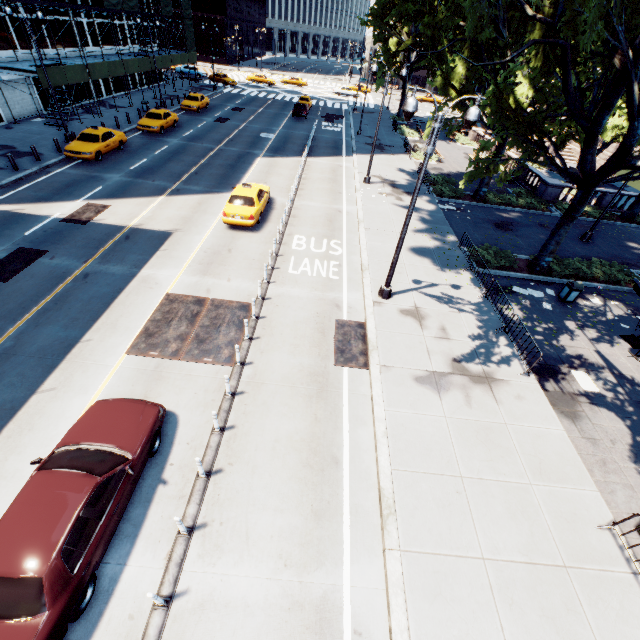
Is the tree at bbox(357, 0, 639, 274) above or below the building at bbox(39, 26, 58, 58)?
above

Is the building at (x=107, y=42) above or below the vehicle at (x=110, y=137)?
above

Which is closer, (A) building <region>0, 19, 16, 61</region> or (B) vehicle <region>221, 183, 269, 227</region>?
(B) vehicle <region>221, 183, 269, 227</region>

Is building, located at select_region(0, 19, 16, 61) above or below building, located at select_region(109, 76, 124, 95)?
above

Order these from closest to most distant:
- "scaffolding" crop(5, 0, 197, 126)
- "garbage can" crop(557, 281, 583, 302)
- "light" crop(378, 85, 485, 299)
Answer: "light" crop(378, 85, 485, 299) → "garbage can" crop(557, 281, 583, 302) → "scaffolding" crop(5, 0, 197, 126)

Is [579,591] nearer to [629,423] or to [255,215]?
[629,423]

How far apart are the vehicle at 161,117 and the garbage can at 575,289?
32.4 meters
